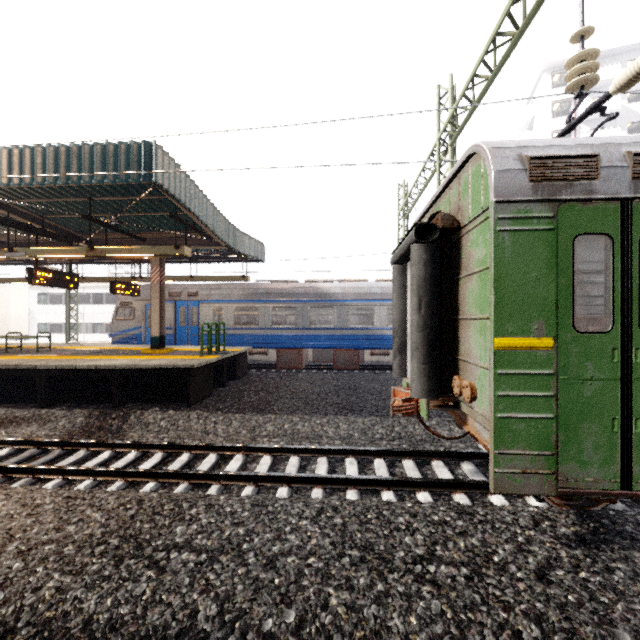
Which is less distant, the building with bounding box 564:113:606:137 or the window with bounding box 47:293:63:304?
the building with bounding box 564:113:606:137

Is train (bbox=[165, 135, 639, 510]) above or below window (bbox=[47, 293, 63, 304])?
below

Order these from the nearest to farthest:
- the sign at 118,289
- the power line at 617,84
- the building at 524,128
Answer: the power line at 617,84 < the sign at 118,289 < the building at 524,128

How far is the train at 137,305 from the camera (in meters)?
14.85

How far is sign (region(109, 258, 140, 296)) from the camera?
12.2 meters

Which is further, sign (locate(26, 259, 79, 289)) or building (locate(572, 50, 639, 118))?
building (locate(572, 50, 639, 118))

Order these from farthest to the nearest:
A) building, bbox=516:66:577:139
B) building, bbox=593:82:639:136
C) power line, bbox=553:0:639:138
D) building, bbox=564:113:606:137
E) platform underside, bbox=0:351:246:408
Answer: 1. building, bbox=516:66:577:139
2. building, bbox=564:113:606:137
3. building, bbox=593:82:639:136
4. platform underside, bbox=0:351:246:408
5. power line, bbox=553:0:639:138

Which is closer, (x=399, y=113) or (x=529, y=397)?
(x=529, y=397)
